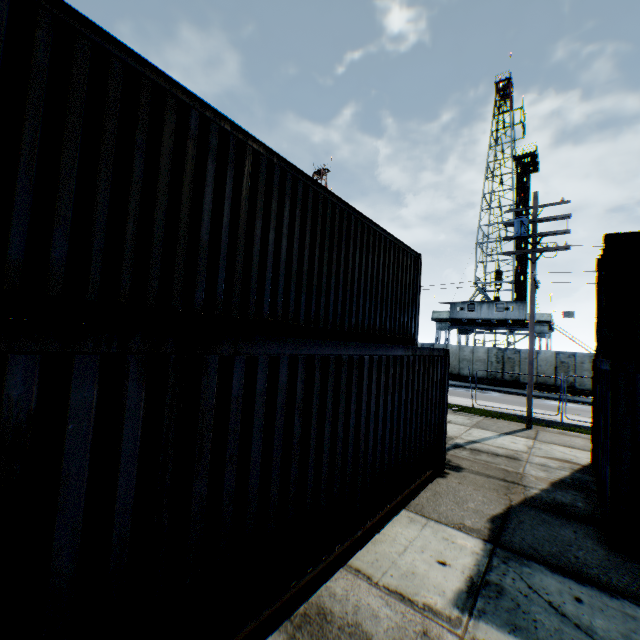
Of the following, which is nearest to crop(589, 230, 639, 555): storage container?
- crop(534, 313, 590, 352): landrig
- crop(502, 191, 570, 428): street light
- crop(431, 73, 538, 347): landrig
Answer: crop(502, 191, 570, 428): street light

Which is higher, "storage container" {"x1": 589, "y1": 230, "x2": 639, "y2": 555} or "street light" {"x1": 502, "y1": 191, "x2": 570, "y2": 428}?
"street light" {"x1": 502, "y1": 191, "x2": 570, "y2": 428}

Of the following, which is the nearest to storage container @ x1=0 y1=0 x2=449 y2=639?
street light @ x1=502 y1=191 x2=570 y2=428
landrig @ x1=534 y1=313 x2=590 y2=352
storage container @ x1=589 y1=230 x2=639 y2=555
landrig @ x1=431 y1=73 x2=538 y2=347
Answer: storage container @ x1=589 y1=230 x2=639 y2=555

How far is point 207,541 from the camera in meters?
2.7

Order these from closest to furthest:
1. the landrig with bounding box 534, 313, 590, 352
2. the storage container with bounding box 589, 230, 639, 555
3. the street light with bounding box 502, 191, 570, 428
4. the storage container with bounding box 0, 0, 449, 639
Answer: the storage container with bounding box 0, 0, 449, 639 → the storage container with bounding box 589, 230, 639, 555 → the street light with bounding box 502, 191, 570, 428 → the landrig with bounding box 534, 313, 590, 352

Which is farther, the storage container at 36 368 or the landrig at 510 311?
the landrig at 510 311

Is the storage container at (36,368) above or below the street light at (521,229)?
below
